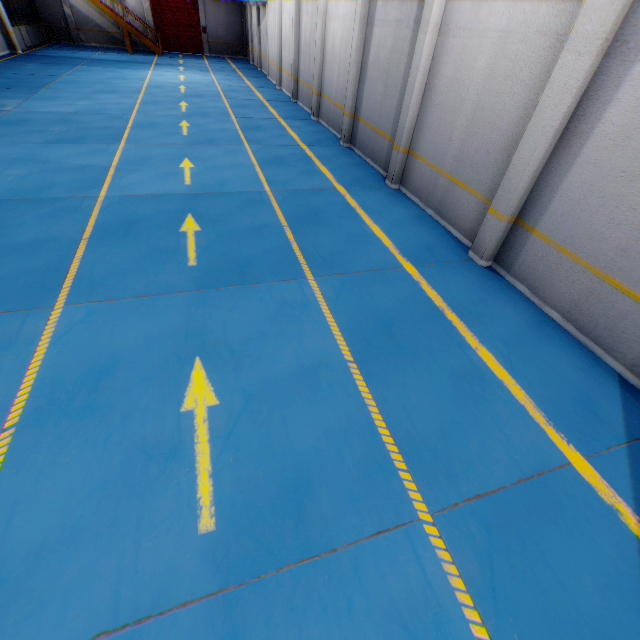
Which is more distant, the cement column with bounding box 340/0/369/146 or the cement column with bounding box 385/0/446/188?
the cement column with bounding box 340/0/369/146

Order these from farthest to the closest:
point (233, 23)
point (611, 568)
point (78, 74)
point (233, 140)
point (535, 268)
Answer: point (233, 23) → point (78, 74) → point (233, 140) → point (535, 268) → point (611, 568)

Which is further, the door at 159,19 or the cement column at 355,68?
the door at 159,19

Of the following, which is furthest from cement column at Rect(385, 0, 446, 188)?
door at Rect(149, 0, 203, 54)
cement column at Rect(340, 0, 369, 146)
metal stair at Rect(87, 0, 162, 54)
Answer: door at Rect(149, 0, 203, 54)

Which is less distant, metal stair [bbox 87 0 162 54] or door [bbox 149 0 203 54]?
metal stair [bbox 87 0 162 54]

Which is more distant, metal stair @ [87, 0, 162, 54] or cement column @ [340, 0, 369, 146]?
metal stair @ [87, 0, 162, 54]

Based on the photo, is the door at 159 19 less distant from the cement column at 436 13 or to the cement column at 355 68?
the cement column at 355 68

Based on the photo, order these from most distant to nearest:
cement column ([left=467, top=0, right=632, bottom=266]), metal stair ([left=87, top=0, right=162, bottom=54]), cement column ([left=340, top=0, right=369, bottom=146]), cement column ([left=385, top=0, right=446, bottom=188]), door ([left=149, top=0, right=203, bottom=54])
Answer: door ([left=149, top=0, right=203, bottom=54])
metal stair ([left=87, top=0, right=162, bottom=54])
cement column ([left=340, top=0, right=369, bottom=146])
cement column ([left=385, top=0, right=446, bottom=188])
cement column ([left=467, top=0, right=632, bottom=266])
